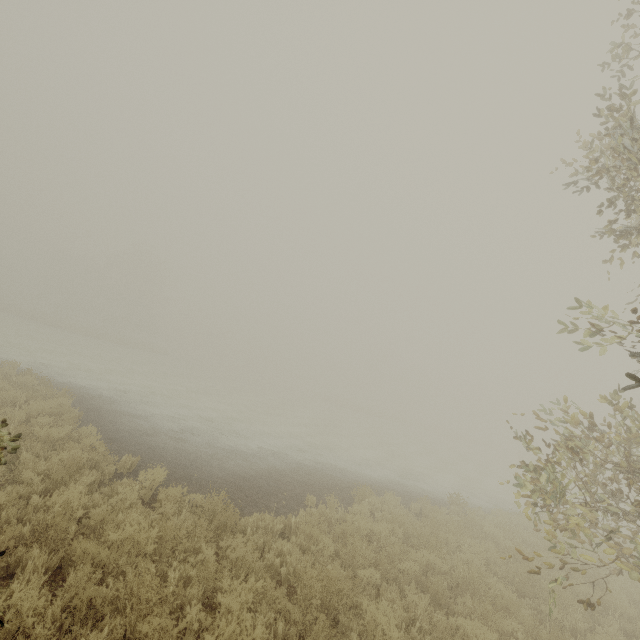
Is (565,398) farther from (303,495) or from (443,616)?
(303,495)
